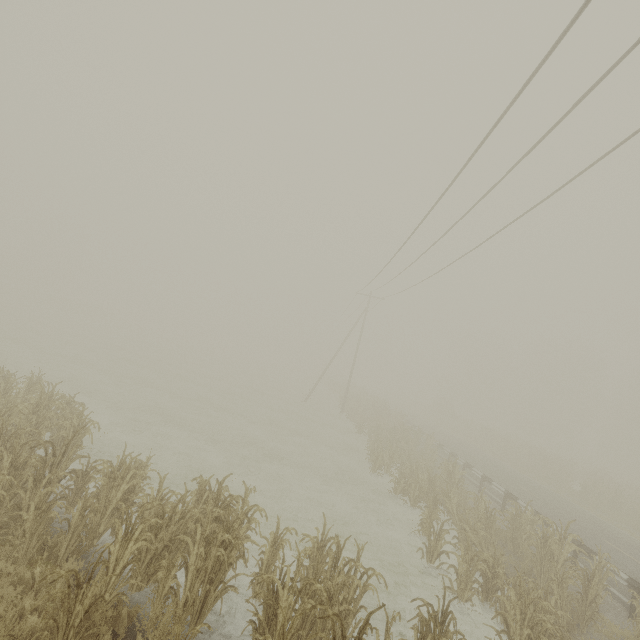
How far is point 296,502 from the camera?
11.9m

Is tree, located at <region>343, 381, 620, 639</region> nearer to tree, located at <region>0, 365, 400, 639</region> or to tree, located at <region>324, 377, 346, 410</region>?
tree, located at <region>324, 377, 346, 410</region>

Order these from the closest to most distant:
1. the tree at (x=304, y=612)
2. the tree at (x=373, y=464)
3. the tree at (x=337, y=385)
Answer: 1. the tree at (x=304, y=612)
2. the tree at (x=373, y=464)
3. the tree at (x=337, y=385)

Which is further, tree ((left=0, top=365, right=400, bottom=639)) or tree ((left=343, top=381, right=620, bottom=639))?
tree ((left=343, top=381, right=620, bottom=639))

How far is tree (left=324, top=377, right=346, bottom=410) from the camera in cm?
3775

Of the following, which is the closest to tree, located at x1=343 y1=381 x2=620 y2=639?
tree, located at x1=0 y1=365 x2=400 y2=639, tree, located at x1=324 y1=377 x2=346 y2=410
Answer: tree, located at x1=324 y1=377 x2=346 y2=410

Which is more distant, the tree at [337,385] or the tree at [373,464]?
the tree at [337,385]
